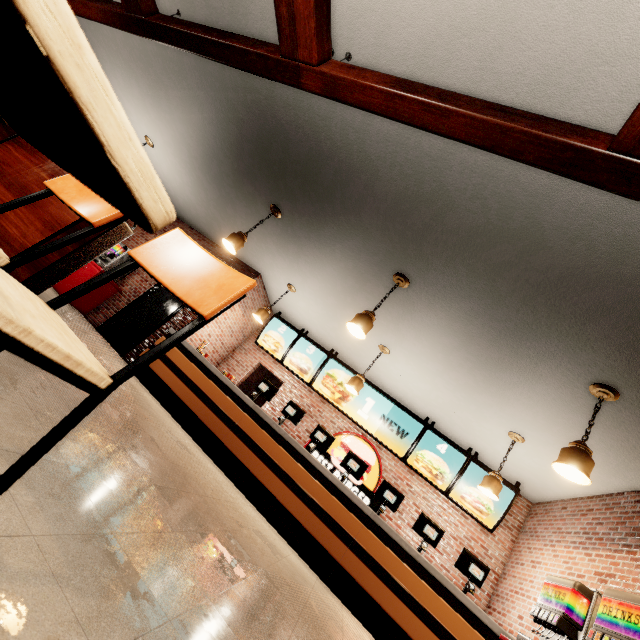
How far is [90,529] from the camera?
1.3m
